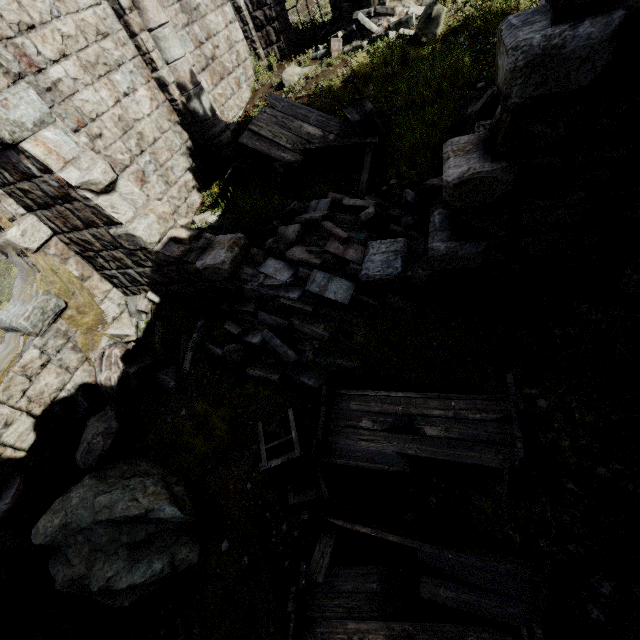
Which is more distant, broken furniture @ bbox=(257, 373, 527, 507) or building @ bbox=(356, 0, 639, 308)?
broken furniture @ bbox=(257, 373, 527, 507)

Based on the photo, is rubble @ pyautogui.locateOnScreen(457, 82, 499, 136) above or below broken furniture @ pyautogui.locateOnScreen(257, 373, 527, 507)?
above

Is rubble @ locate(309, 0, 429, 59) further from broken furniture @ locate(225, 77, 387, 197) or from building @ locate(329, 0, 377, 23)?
broken furniture @ locate(225, 77, 387, 197)

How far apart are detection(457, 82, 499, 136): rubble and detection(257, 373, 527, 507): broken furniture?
4.41m

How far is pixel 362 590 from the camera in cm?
333

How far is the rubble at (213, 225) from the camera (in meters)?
7.18

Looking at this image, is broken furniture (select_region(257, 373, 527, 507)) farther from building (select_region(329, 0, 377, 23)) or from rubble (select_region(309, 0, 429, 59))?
rubble (select_region(309, 0, 429, 59))

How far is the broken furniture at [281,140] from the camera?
6.7m
